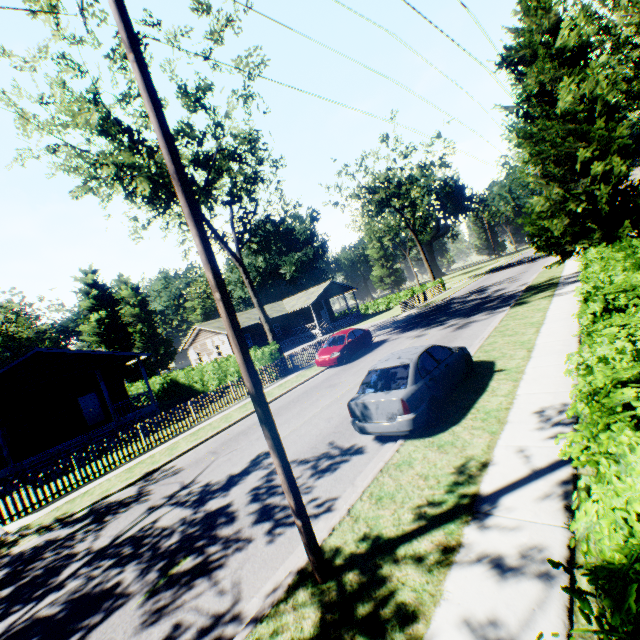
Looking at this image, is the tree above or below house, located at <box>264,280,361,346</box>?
above

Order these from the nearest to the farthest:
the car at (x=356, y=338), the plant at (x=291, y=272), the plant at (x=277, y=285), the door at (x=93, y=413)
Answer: the car at (x=356, y=338) → the door at (x=93, y=413) → the plant at (x=291, y=272) → the plant at (x=277, y=285)

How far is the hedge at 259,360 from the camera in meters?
20.6 m

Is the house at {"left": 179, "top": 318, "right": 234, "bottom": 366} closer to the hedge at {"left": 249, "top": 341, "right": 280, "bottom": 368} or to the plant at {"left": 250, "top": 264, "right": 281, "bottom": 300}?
the hedge at {"left": 249, "top": 341, "right": 280, "bottom": 368}

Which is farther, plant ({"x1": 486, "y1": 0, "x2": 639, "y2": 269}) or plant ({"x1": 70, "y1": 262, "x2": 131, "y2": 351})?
plant ({"x1": 70, "y1": 262, "x2": 131, "y2": 351})

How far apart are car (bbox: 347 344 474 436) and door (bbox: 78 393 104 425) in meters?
23.8 m

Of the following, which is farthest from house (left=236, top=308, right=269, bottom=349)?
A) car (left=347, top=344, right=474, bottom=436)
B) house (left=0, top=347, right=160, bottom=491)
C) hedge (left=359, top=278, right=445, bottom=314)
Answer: car (left=347, top=344, right=474, bottom=436)

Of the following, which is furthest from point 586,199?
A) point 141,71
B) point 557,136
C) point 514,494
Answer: point 141,71
